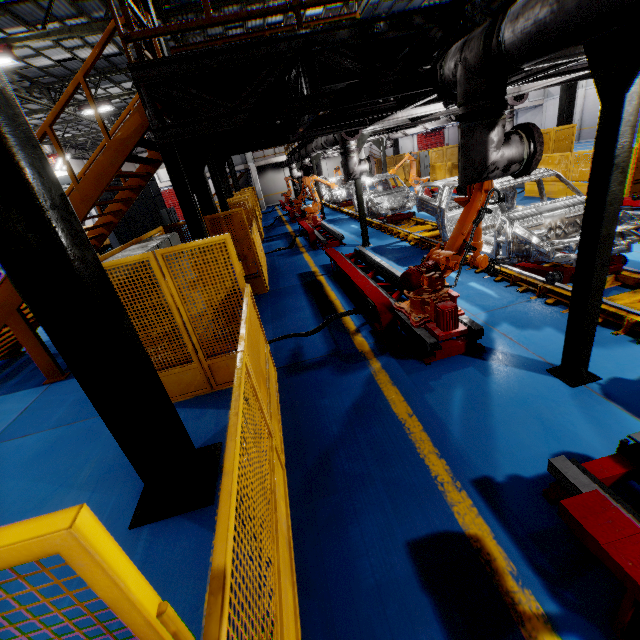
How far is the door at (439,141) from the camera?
41.6m

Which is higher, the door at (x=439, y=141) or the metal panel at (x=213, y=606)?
the door at (x=439, y=141)

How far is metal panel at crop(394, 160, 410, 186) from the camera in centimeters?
2342cm

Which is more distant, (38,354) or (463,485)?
(38,354)

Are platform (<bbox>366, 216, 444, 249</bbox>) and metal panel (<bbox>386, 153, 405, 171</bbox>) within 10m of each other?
yes

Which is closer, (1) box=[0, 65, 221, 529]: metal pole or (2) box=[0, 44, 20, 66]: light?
(1) box=[0, 65, 221, 529]: metal pole

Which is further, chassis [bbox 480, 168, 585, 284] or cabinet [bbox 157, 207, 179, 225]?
cabinet [bbox 157, 207, 179, 225]

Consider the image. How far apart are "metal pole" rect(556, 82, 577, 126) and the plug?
14.7m
